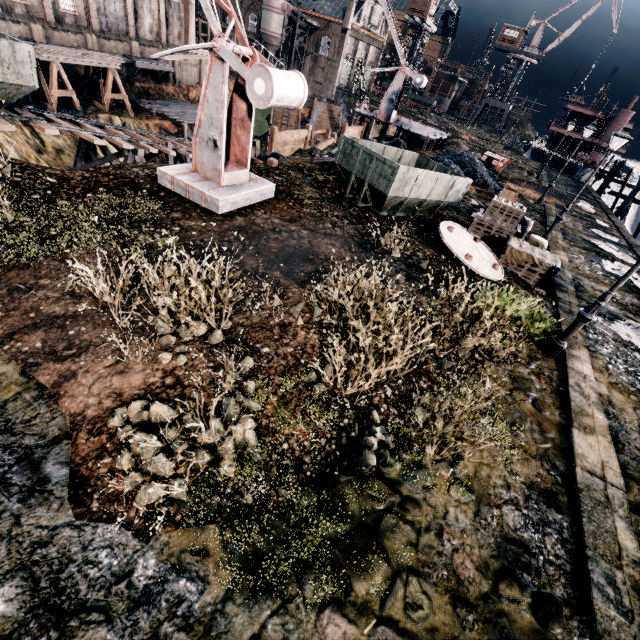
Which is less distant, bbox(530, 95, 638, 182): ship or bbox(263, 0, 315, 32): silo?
bbox(530, 95, 638, 182): ship

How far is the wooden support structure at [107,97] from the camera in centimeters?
3129cm

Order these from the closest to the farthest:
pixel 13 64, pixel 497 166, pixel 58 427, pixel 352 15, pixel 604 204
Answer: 1. pixel 58 427
2. pixel 13 64
3. pixel 497 166
4. pixel 604 204
5. pixel 352 15

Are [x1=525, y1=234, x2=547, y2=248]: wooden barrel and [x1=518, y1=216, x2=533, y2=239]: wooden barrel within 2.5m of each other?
yes

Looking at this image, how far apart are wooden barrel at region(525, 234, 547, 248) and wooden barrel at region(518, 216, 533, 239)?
1.3 meters

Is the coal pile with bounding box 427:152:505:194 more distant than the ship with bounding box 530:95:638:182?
No

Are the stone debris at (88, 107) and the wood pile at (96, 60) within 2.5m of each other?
no

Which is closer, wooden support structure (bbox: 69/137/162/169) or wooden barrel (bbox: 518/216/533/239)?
wooden barrel (bbox: 518/216/533/239)
